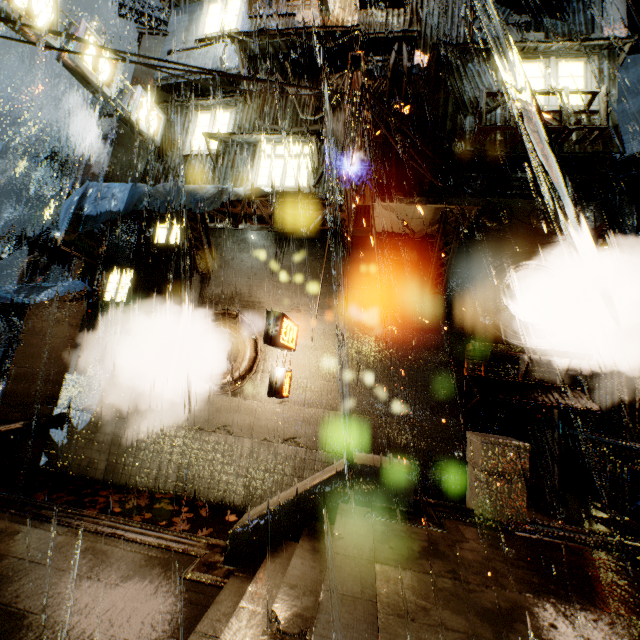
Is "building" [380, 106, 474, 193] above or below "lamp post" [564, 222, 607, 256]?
above

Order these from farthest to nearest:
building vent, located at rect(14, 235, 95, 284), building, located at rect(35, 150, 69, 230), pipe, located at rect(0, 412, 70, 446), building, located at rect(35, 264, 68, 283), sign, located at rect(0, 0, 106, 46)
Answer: building, located at rect(35, 264, 68, 283)
building, located at rect(35, 150, 69, 230)
building vent, located at rect(14, 235, 95, 284)
pipe, located at rect(0, 412, 70, 446)
sign, located at rect(0, 0, 106, 46)

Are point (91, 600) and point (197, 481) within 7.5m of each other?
yes

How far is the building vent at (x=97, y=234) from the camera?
15.63m

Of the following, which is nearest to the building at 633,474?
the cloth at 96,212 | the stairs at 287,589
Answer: the cloth at 96,212

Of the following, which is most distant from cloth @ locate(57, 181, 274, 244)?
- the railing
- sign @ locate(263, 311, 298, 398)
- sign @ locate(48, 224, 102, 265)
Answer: the railing

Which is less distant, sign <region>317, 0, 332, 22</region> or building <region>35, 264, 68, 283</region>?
sign <region>317, 0, 332, 22</region>

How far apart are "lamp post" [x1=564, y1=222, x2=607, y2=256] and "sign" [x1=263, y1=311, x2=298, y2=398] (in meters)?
8.11
